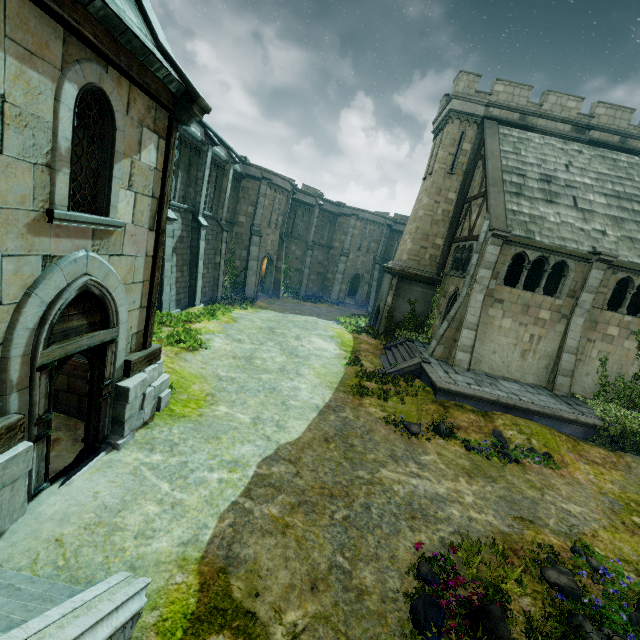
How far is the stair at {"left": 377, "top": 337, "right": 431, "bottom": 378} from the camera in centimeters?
1543cm

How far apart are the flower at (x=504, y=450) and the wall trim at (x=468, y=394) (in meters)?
1.18

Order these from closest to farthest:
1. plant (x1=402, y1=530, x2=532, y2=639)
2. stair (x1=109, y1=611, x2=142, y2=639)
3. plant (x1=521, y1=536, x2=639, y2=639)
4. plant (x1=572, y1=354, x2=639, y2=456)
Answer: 1. stair (x1=109, y1=611, x2=142, y2=639)
2. plant (x1=402, y1=530, x2=532, y2=639)
3. plant (x1=521, y1=536, x2=639, y2=639)
4. plant (x1=572, y1=354, x2=639, y2=456)

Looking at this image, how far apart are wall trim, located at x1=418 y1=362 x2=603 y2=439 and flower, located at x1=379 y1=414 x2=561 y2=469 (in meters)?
1.18

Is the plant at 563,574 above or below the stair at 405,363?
below

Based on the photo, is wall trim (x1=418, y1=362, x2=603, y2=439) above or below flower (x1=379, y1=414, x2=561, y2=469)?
above

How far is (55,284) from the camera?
4.9 meters

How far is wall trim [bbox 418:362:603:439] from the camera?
12.71m
